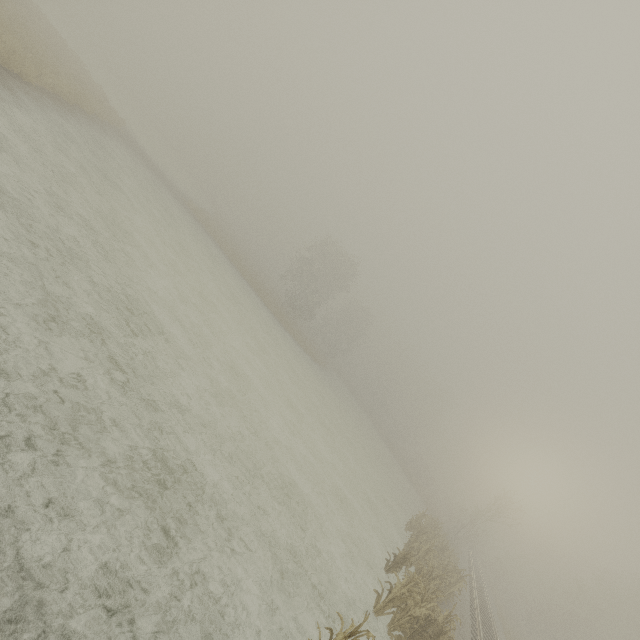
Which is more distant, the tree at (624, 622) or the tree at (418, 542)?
the tree at (624, 622)

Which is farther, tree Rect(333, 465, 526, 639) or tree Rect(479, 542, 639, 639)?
tree Rect(479, 542, 639, 639)

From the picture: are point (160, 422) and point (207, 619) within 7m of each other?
yes
